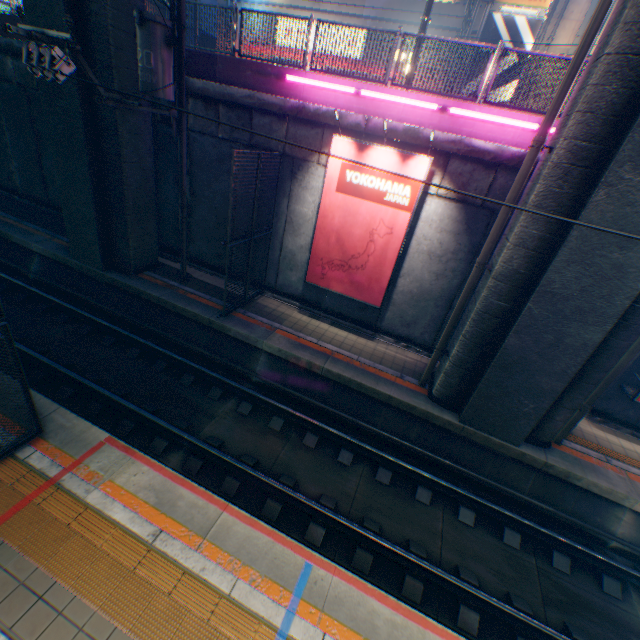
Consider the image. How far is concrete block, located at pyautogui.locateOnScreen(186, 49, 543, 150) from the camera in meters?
8.0 m

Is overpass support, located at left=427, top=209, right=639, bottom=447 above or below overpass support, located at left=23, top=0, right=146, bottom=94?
below

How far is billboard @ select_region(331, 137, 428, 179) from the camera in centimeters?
818cm

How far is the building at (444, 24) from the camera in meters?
17.3

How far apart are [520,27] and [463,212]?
15.4 meters

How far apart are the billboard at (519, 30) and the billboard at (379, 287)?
14.22m

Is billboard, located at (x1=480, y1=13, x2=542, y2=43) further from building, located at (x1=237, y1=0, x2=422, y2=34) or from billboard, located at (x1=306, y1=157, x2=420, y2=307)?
billboard, located at (x1=306, y1=157, x2=420, y2=307)

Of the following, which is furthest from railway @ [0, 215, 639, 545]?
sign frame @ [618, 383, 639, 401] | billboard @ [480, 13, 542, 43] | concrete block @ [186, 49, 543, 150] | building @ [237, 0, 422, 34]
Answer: billboard @ [480, 13, 542, 43]
